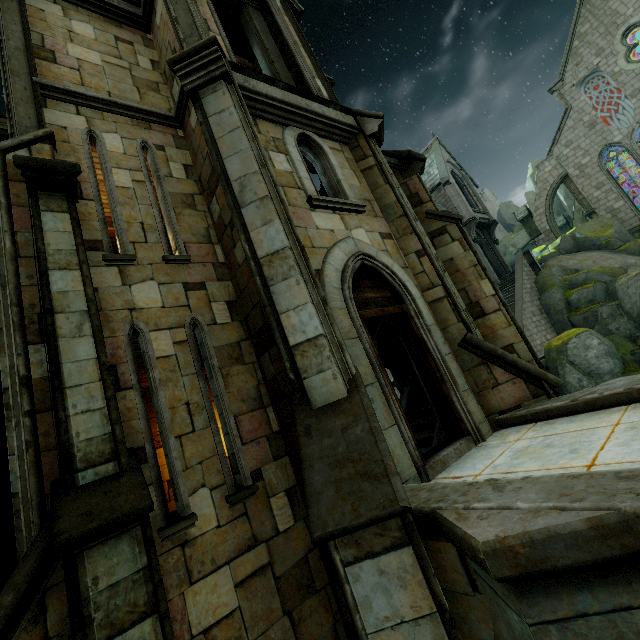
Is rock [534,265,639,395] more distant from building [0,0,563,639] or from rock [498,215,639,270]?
rock [498,215,639,270]

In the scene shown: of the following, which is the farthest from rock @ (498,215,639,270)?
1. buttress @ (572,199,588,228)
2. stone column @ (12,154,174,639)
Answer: stone column @ (12,154,174,639)

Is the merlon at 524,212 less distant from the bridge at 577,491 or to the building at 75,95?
the building at 75,95

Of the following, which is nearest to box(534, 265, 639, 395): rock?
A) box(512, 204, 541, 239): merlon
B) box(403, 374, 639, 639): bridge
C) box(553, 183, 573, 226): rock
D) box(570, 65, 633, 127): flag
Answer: box(553, 183, 573, 226): rock

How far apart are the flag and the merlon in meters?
7.3

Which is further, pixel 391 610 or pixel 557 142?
pixel 557 142

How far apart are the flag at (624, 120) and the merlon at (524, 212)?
7.3 meters

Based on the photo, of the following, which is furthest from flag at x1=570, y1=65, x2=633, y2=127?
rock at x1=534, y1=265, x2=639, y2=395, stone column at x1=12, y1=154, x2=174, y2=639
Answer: stone column at x1=12, y1=154, x2=174, y2=639
